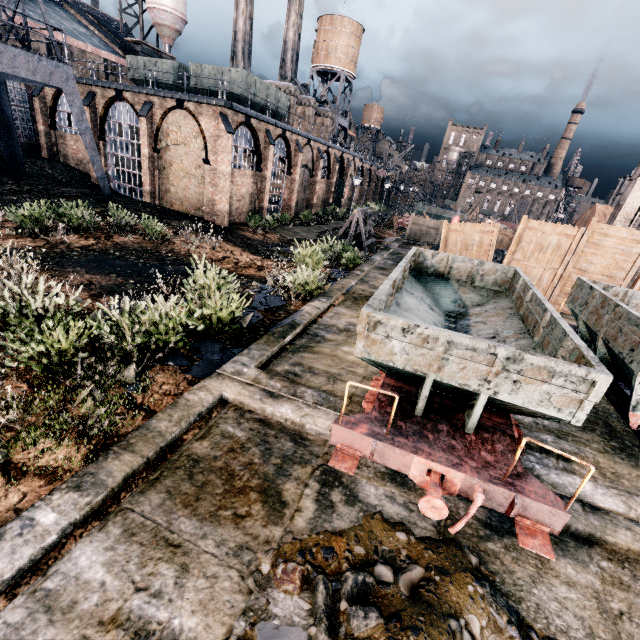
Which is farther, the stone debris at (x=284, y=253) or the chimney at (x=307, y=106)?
the chimney at (x=307, y=106)

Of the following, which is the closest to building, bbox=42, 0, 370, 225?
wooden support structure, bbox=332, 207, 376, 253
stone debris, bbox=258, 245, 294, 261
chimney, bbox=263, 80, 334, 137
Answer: chimney, bbox=263, 80, 334, 137

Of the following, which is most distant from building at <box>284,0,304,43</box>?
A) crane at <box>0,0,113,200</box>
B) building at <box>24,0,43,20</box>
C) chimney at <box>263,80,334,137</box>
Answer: crane at <box>0,0,113,200</box>

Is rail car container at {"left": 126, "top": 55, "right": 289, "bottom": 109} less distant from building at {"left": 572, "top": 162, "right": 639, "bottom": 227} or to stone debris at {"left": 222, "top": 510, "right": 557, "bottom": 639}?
building at {"left": 572, "top": 162, "right": 639, "bottom": 227}

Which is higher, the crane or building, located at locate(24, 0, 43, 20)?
building, located at locate(24, 0, 43, 20)

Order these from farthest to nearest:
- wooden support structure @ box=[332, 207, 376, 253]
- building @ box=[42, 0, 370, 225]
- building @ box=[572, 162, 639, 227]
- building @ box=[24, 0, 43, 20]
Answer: building @ box=[24, 0, 43, 20], building @ box=[42, 0, 370, 225], wooden support structure @ box=[332, 207, 376, 253], building @ box=[572, 162, 639, 227]

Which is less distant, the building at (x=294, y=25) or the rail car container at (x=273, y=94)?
the rail car container at (x=273, y=94)

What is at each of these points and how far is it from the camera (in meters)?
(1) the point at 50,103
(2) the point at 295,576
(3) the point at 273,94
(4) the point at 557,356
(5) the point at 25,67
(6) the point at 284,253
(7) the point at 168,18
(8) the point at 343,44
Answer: (1) building, 27.83
(2) stone debris, 3.50
(3) rail car container, 28.94
(4) rail car, 5.00
(5) crane, 16.97
(6) stone debris, 20.42
(7) silo, 41.38
(8) water tower, 46.41
